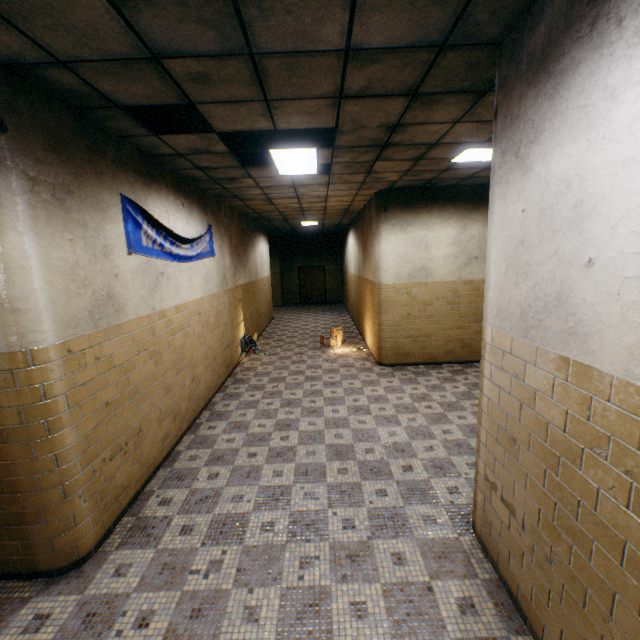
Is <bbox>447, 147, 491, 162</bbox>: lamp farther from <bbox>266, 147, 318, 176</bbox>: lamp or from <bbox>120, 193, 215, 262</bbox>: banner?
<bbox>120, 193, 215, 262</bbox>: banner

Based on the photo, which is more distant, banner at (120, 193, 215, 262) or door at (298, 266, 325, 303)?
door at (298, 266, 325, 303)

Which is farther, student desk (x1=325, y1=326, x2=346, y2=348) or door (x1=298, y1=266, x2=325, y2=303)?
door (x1=298, y1=266, x2=325, y2=303)

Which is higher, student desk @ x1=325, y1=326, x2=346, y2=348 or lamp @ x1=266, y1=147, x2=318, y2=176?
lamp @ x1=266, y1=147, x2=318, y2=176

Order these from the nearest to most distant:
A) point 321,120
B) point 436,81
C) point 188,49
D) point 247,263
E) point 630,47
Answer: point 630,47
point 188,49
point 436,81
point 321,120
point 247,263

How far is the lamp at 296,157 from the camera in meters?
4.2 m

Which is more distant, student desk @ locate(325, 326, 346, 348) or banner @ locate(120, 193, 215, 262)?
student desk @ locate(325, 326, 346, 348)

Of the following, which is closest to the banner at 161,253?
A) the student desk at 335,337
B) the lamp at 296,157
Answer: the lamp at 296,157
